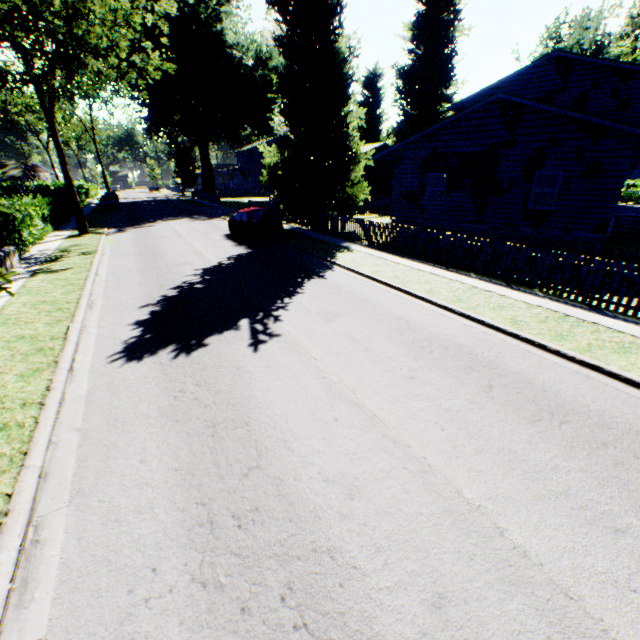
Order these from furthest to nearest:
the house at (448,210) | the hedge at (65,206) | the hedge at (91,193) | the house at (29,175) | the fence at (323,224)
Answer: the house at (29,175)
the hedge at (91,193)
the hedge at (65,206)
the house at (448,210)
the fence at (323,224)

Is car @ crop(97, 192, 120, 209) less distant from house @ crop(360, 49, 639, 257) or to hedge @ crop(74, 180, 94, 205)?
hedge @ crop(74, 180, 94, 205)

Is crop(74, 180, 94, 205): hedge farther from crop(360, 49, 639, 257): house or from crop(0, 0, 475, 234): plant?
crop(360, 49, 639, 257): house

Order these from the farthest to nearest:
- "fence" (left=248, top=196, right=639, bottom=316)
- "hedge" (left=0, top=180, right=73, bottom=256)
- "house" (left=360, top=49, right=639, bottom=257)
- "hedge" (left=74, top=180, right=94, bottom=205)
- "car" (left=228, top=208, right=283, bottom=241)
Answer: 1. "hedge" (left=74, top=180, right=94, bottom=205)
2. "car" (left=228, top=208, right=283, bottom=241)
3. "hedge" (left=0, top=180, right=73, bottom=256)
4. "house" (left=360, top=49, right=639, bottom=257)
5. "fence" (left=248, top=196, right=639, bottom=316)

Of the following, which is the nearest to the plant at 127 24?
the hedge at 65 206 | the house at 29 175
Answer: the house at 29 175

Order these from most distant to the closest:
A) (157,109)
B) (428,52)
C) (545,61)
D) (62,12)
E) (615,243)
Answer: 1. (157,109)
2. (428,52)
3. (545,61)
4. (615,243)
5. (62,12)

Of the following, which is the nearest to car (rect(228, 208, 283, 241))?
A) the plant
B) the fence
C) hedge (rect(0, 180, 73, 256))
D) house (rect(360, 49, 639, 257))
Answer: the plant

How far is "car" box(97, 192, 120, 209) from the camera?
36.41m
